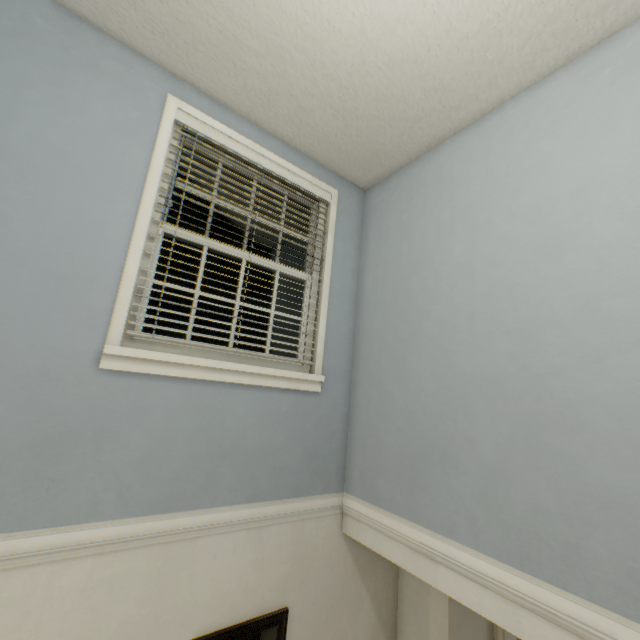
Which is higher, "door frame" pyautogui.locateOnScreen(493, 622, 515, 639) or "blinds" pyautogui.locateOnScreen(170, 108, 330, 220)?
"blinds" pyautogui.locateOnScreen(170, 108, 330, 220)

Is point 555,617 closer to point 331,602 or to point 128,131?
point 331,602

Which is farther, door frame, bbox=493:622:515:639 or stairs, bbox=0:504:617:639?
door frame, bbox=493:622:515:639

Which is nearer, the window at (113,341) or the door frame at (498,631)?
the window at (113,341)

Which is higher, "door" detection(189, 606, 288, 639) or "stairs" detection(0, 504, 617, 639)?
"stairs" detection(0, 504, 617, 639)

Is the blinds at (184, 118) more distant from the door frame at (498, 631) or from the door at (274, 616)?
the door frame at (498, 631)

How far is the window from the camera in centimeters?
161cm

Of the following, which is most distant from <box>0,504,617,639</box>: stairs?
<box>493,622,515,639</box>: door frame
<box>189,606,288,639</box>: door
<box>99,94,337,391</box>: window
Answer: <box>493,622,515,639</box>: door frame
